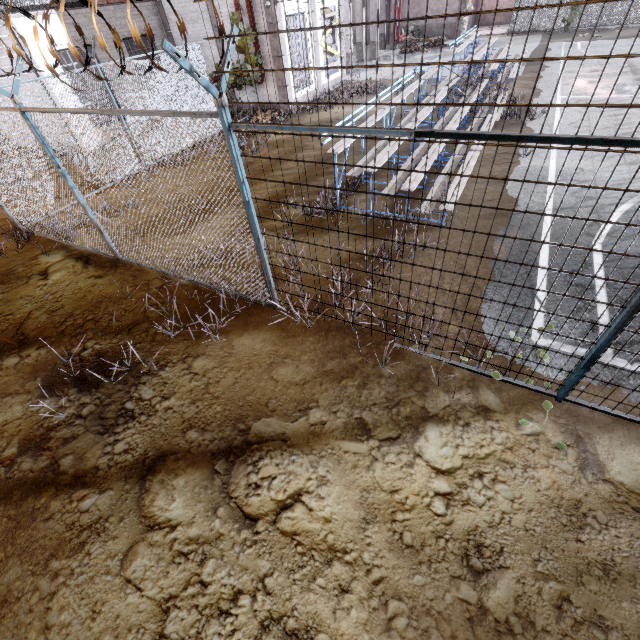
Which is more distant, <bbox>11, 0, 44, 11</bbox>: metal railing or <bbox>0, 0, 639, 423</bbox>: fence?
<bbox>11, 0, 44, 11</bbox>: metal railing

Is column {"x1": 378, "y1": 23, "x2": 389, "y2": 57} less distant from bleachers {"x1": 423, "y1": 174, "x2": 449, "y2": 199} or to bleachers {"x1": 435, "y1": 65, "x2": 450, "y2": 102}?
bleachers {"x1": 435, "y1": 65, "x2": 450, "y2": 102}

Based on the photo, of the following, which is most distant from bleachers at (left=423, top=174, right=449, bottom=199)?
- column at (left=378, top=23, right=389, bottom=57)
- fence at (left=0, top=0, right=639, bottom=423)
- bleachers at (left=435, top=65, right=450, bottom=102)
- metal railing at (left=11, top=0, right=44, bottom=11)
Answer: column at (left=378, top=23, right=389, bottom=57)

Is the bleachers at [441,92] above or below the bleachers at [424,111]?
A: above

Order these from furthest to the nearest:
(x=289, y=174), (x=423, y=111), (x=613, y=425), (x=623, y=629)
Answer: (x=289, y=174) → (x=423, y=111) → (x=613, y=425) → (x=623, y=629)

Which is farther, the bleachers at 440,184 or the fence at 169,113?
the bleachers at 440,184

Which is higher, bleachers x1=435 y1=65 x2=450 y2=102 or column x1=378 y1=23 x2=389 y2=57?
bleachers x1=435 y1=65 x2=450 y2=102

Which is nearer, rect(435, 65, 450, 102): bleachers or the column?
rect(435, 65, 450, 102): bleachers
